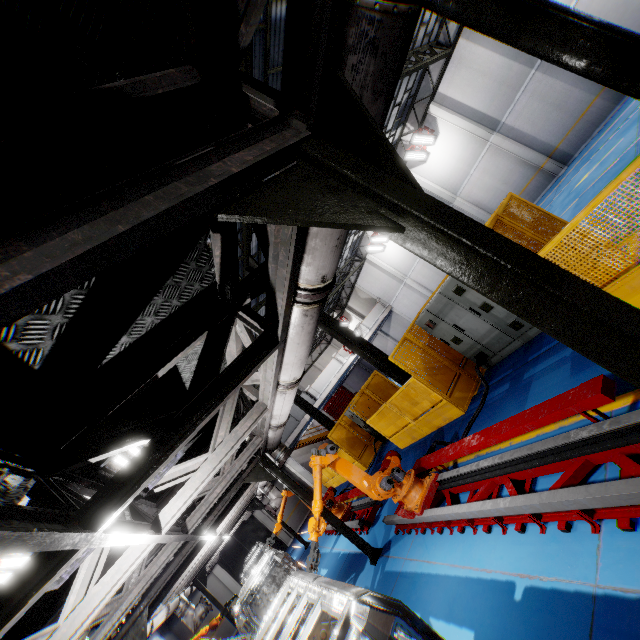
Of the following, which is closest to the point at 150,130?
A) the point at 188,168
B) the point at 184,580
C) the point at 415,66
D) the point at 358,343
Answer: the point at 188,168

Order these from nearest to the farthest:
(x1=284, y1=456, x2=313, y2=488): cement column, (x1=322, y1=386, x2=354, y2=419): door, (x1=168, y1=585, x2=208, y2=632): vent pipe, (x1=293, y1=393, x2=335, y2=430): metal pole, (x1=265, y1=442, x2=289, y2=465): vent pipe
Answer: (x1=265, y1=442, x2=289, y2=465): vent pipe
(x1=168, y1=585, x2=208, y2=632): vent pipe
(x1=293, y1=393, x2=335, y2=430): metal pole
(x1=284, y1=456, x2=313, y2=488): cement column
(x1=322, y1=386, x2=354, y2=419): door

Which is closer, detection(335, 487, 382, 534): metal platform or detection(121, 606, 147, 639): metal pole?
detection(121, 606, 147, 639): metal pole

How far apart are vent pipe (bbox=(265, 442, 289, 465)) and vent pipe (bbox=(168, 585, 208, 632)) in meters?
3.7 m

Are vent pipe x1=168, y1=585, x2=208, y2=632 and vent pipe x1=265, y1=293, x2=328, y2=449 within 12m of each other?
yes

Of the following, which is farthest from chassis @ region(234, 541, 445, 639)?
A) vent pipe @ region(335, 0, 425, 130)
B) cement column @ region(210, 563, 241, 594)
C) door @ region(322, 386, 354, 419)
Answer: door @ region(322, 386, 354, 419)

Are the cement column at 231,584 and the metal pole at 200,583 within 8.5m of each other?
yes

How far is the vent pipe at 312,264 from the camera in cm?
219
